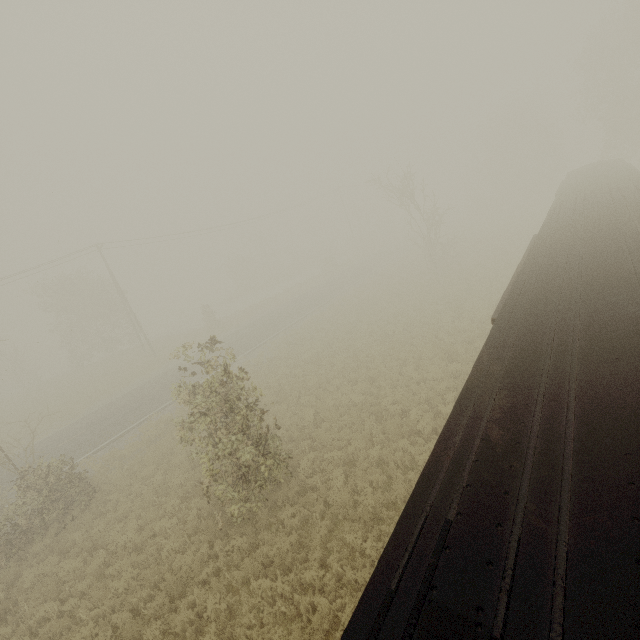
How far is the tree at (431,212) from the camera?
26.75m

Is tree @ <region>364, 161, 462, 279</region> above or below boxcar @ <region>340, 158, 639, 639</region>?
above

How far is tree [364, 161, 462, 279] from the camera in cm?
2675

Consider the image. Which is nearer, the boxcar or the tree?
the boxcar

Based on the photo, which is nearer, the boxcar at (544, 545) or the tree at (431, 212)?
the boxcar at (544, 545)

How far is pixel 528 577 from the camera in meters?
2.3
